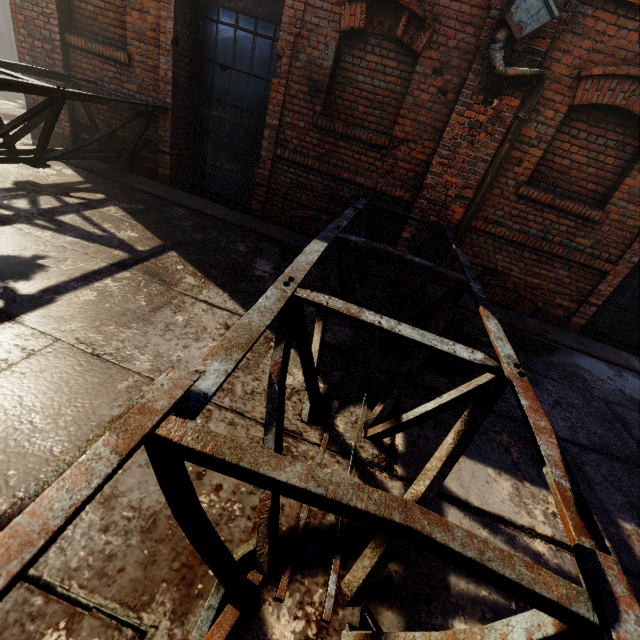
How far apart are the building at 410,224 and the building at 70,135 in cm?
556

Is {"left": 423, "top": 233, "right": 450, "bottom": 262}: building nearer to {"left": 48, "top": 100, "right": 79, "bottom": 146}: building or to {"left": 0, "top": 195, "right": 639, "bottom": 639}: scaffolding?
{"left": 0, "top": 195, "right": 639, "bottom": 639}: scaffolding

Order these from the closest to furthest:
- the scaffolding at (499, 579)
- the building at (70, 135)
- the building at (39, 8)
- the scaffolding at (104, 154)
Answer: the scaffolding at (499, 579) < the scaffolding at (104, 154) < the building at (39, 8) < the building at (70, 135)

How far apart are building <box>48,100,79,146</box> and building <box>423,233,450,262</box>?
5.6 meters

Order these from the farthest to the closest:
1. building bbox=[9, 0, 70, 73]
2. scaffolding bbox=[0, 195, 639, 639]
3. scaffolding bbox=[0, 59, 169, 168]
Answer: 1. building bbox=[9, 0, 70, 73]
2. scaffolding bbox=[0, 59, 169, 168]
3. scaffolding bbox=[0, 195, 639, 639]

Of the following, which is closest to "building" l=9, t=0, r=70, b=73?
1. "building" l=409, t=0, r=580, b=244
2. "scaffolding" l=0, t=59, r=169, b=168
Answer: "scaffolding" l=0, t=59, r=169, b=168

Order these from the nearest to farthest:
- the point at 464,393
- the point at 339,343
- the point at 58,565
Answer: the point at 58,565
the point at 464,393
the point at 339,343
